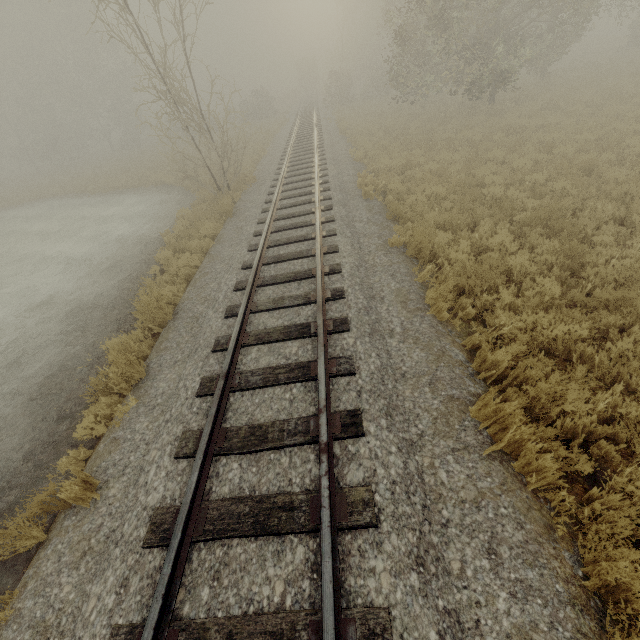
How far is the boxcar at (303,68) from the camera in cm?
5198

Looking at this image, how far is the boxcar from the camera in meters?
52.0

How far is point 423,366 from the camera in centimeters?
480cm
